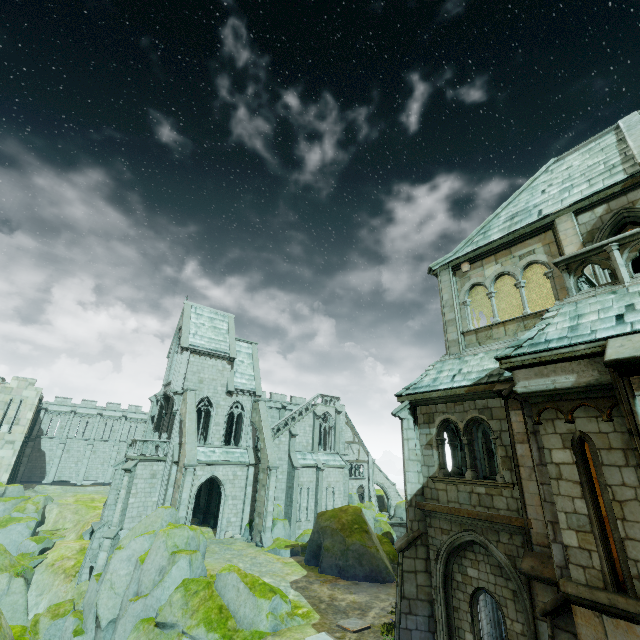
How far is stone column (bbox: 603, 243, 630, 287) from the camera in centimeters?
694cm

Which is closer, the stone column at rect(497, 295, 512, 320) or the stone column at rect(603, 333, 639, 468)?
the stone column at rect(603, 333, 639, 468)

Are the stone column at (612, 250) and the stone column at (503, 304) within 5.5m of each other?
no

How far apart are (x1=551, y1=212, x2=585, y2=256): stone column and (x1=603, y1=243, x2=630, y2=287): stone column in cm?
226

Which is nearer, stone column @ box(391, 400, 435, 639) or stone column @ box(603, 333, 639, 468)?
stone column @ box(603, 333, 639, 468)

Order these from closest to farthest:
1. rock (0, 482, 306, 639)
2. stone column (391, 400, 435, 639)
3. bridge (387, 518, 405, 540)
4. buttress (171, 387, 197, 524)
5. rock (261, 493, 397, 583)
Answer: stone column (391, 400, 435, 639), rock (0, 482, 306, 639), rock (261, 493, 397, 583), buttress (171, 387, 197, 524), bridge (387, 518, 405, 540)

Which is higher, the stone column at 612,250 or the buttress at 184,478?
the stone column at 612,250

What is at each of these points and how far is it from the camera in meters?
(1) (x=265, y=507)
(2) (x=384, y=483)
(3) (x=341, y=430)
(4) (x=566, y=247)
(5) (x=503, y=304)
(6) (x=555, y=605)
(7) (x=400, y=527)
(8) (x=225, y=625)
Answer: (1) buttress, 26.0
(2) buttress, 45.4
(3) building, 42.9
(4) stone column, 10.1
(5) stone column, 15.6
(6) stone column, 6.1
(7) bridge, 34.2
(8) rock, 13.3
